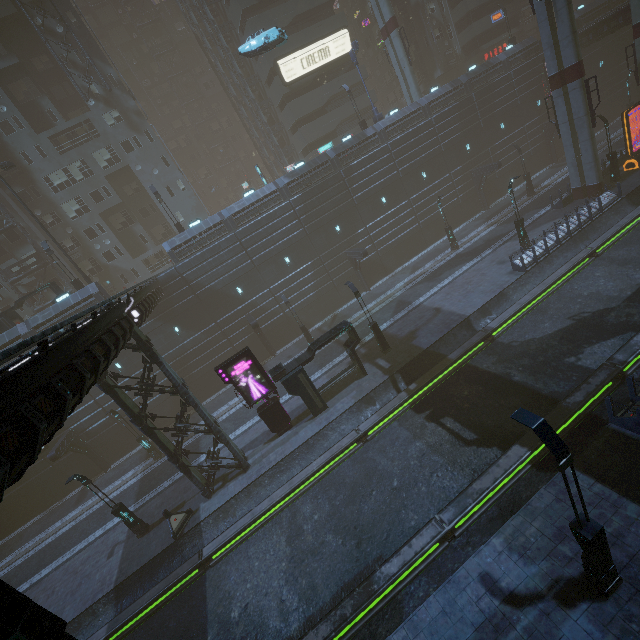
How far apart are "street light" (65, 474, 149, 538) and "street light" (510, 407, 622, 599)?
20.0 meters

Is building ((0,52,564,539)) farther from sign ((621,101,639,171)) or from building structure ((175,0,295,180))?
sign ((621,101,639,171))

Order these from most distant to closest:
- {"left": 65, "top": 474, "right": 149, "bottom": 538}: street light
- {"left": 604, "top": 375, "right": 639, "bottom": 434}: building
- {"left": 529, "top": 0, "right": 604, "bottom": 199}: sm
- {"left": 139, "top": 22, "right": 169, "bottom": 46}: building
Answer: {"left": 139, "top": 22, "right": 169, "bottom": 46}: building
{"left": 529, "top": 0, "right": 604, "bottom": 199}: sm
{"left": 65, "top": 474, "right": 149, "bottom": 538}: street light
{"left": 604, "top": 375, "right": 639, "bottom": 434}: building

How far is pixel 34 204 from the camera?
34.8m

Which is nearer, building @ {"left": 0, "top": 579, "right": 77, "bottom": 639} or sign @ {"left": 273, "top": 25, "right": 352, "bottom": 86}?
building @ {"left": 0, "top": 579, "right": 77, "bottom": 639}

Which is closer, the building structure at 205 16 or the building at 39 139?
the building at 39 139

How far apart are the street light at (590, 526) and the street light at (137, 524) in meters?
20.0

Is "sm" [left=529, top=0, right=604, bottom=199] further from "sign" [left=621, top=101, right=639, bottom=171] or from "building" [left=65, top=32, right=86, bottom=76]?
"sign" [left=621, top=101, right=639, bottom=171]
